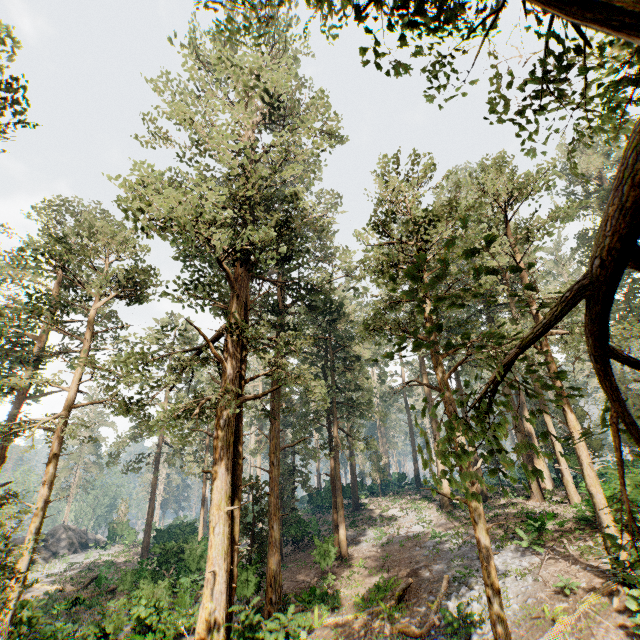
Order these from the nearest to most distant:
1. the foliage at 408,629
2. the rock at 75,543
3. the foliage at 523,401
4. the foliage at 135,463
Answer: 1. the foliage at 523,401
2. the foliage at 408,629
3. the foliage at 135,463
4. the rock at 75,543

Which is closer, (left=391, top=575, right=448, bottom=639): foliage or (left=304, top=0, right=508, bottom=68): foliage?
(left=304, top=0, right=508, bottom=68): foliage

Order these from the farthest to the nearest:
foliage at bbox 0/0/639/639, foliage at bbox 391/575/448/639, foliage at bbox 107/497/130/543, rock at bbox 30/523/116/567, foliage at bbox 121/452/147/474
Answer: foliage at bbox 107/497/130/543
rock at bbox 30/523/116/567
foliage at bbox 121/452/147/474
foliage at bbox 391/575/448/639
foliage at bbox 0/0/639/639

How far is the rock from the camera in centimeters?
3805cm

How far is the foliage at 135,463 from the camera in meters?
34.4

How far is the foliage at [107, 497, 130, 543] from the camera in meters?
46.3 m

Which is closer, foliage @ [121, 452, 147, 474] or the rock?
foliage @ [121, 452, 147, 474]

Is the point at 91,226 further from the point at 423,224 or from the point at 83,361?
the point at 423,224
